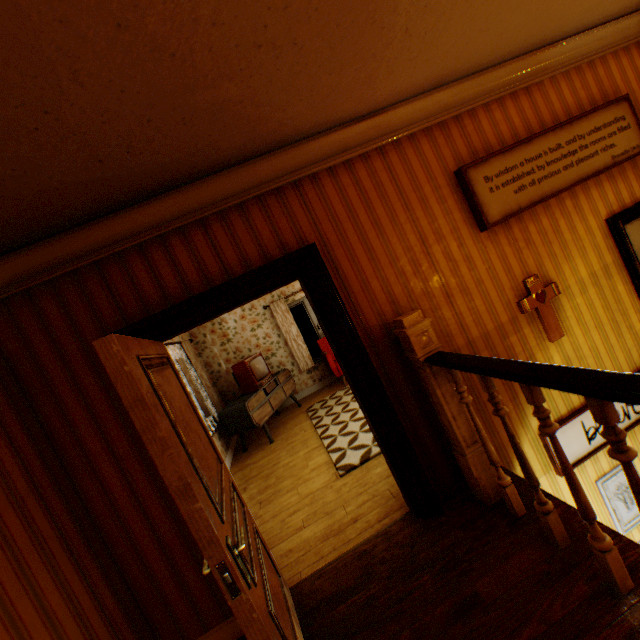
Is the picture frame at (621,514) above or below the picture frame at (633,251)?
below

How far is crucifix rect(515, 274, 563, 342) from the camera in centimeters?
289cm

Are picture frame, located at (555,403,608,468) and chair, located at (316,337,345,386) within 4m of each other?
no

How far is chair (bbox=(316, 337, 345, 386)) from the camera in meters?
7.4 m

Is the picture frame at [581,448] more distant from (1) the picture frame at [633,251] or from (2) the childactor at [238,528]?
(2) the childactor at [238,528]

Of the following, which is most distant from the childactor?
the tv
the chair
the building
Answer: the chair

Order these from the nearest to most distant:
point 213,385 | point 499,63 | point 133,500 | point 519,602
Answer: point 519,602 < point 133,500 < point 499,63 < point 213,385

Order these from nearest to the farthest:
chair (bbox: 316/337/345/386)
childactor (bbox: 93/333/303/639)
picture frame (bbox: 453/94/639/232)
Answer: childactor (bbox: 93/333/303/639)
picture frame (bbox: 453/94/639/232)
chair (bbox: 316/337/345/386)
